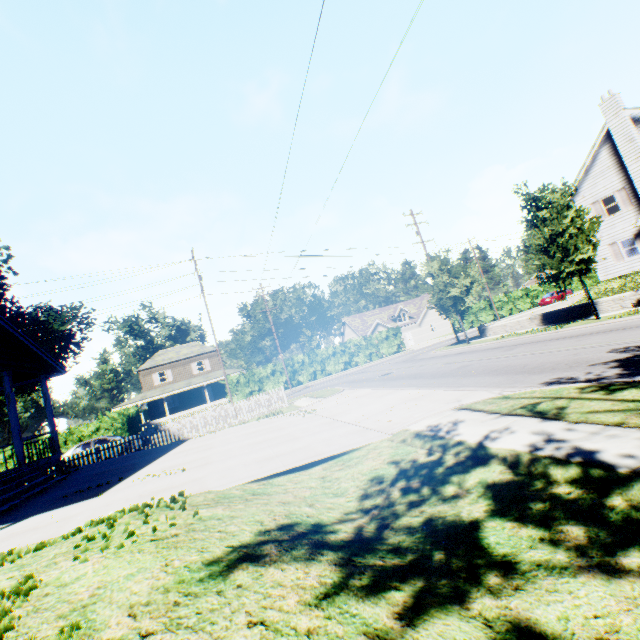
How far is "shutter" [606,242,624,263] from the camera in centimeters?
2445cm

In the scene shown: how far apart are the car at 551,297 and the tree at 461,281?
29.98m

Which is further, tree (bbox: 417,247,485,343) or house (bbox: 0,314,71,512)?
tree (bbox: 417,247,485,343)

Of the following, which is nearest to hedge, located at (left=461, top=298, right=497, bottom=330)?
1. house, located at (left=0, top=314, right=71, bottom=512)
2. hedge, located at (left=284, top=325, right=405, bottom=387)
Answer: hedge, located at (left=284, top=325, right=405, bottom=387)

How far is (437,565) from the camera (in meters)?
2.94

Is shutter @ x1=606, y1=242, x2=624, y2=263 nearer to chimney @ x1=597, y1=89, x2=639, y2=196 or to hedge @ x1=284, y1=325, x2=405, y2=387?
chimney @ x1=597, y1=89, x2=639, y2=196

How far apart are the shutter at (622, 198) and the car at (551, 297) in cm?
2199

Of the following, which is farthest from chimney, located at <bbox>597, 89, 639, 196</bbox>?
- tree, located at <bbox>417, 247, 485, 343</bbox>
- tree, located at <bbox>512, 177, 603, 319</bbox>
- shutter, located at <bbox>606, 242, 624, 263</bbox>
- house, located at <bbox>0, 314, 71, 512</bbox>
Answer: house, located at <bbox>0, 314, 71, 512</bbox>
